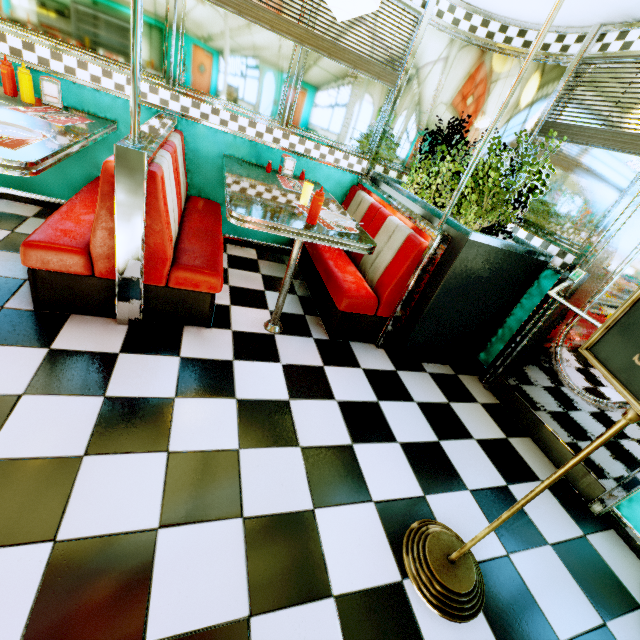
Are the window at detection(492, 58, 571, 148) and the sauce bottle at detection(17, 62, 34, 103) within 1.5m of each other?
no

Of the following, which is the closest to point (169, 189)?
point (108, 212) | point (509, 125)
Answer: point (108, 212)

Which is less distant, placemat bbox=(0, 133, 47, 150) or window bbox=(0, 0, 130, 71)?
placemat bbox=(0, 133, 47, 150)

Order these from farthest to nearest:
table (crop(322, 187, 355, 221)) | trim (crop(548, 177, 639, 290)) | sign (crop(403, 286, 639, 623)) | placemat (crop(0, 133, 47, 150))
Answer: table (crop(322, 187, 355, 221)), trim (crop(548, 177, 639, 290)), placemat (crop(0, 133, 47, 150)), sign (crop(403, 286, 639, 623))

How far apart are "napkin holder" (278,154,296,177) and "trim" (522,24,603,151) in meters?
2.0

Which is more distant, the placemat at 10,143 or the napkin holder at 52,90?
the napkin holder at 52,90

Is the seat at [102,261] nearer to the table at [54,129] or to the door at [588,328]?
the table at [54,129]

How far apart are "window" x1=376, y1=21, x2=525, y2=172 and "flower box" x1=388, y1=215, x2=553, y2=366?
0.2 meters
